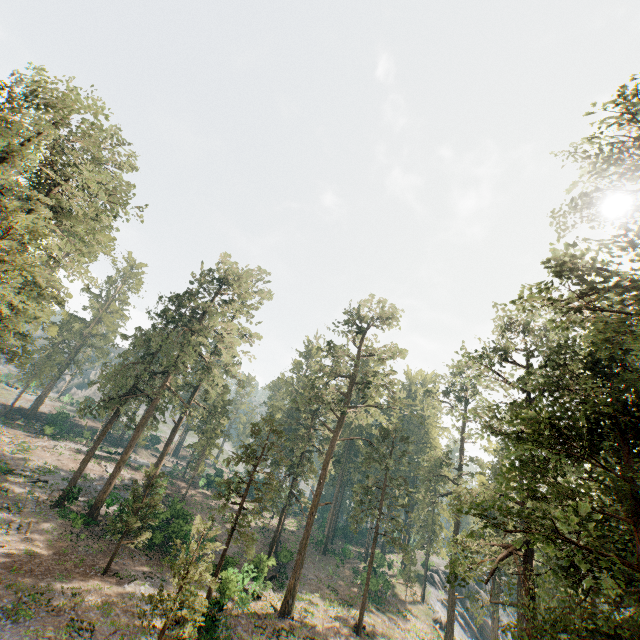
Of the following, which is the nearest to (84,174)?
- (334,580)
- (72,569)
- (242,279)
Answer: (242,279)

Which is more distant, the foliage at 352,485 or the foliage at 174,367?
the foliage at 174,367

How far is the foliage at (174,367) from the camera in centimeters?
2939cm

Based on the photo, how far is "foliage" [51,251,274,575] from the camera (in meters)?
29.39

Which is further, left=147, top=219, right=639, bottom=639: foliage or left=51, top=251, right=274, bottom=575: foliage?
left=51, top=251, right=274, bottom=575: foliage

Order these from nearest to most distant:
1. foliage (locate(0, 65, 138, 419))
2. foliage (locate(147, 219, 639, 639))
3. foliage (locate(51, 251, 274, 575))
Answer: foliage (locate(147, 219, 639, 639)), foliage (locate(0, 65, 138, 419)), foliage (locate(51, 251, 274, 575))
